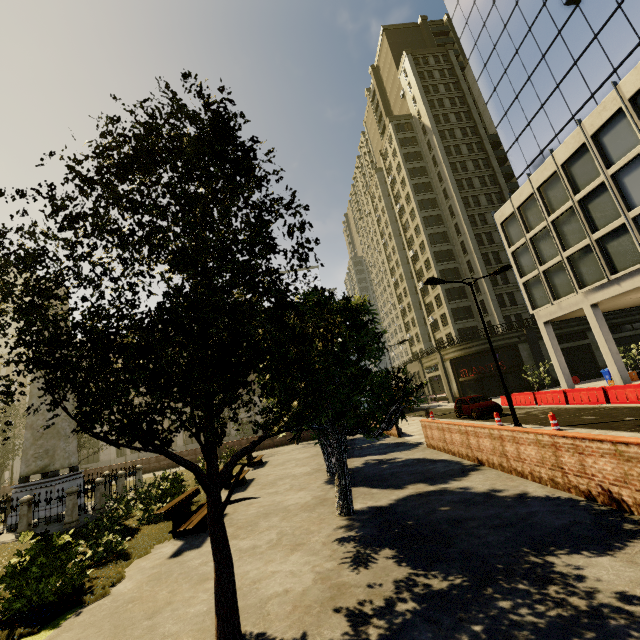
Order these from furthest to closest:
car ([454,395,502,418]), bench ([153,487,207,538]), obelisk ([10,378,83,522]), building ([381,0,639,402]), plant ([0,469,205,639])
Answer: car ([454,395,502,418]) < building ([381,0,639,402]) < obelisk ([10,378,83,522]) < bench ([153,487,207,538]) < plant ([0,469,205,639])

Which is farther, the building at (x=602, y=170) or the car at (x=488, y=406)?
the car at (x=488, y=406)

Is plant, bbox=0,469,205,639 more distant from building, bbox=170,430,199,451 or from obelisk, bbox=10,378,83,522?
building, bbox=170,430,199,451

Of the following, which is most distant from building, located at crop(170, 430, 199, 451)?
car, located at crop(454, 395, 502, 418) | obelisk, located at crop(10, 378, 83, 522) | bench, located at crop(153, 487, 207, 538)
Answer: obelisk, located at crop(10, 378, 83, 522)

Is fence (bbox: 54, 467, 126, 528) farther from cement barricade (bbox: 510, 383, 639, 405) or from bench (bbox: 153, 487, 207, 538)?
cement barricade (bbox: 510, 383, 639, 405)

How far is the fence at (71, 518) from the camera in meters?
12.3 m

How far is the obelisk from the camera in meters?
14.0

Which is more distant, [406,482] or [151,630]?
[406,482]
